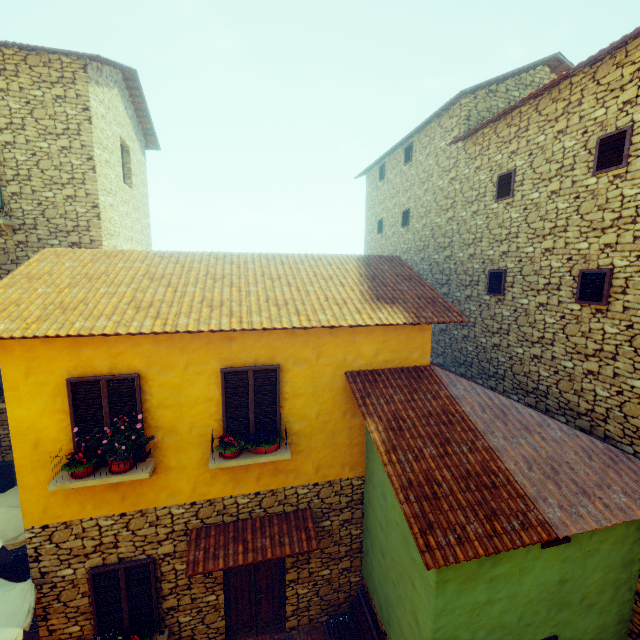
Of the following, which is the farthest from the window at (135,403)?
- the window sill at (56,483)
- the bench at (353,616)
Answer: the bench at (353,616)

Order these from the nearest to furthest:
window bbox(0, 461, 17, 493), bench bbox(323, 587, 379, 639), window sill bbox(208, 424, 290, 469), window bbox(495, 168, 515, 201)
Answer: window sill bbox(208, 424, 290, 469), bench bbox(323, 587, 379, 639), window bbox(495, 168, 515, 201), window bbox(0, 461, 17, 493)

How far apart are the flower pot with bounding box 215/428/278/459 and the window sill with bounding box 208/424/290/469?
0.0 meters

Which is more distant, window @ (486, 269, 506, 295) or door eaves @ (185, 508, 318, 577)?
window @ (486, 269, 506, 295)

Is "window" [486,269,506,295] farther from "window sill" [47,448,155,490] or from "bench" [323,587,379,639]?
"bench" [323,587,379,639]

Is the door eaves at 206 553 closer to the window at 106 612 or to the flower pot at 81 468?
the window at 106 612

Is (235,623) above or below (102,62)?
below

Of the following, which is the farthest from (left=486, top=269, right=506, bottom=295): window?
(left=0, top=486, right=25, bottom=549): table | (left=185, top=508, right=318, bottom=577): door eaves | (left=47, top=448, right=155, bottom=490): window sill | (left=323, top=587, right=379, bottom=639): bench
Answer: (left=323, top=587, right=379, bottom=639): bench
